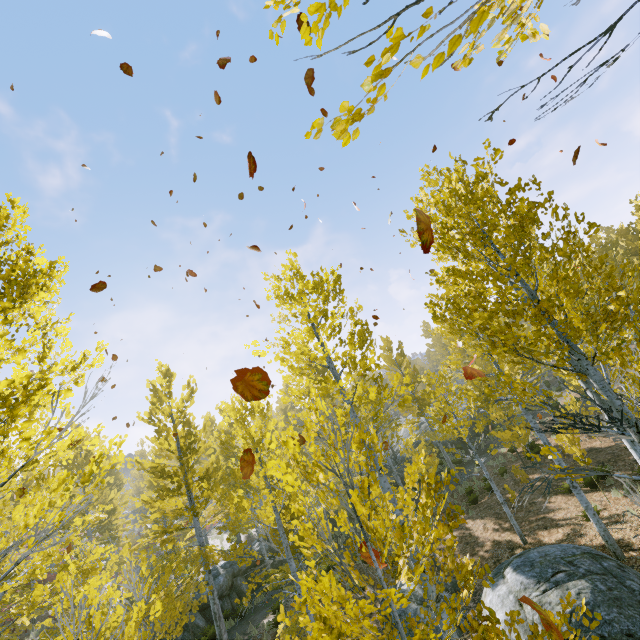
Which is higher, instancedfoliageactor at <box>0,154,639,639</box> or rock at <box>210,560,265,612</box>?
instancedfoliageactor at <box>0,154,639,639</box>

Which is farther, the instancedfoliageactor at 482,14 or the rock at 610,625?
the rock at 610,625

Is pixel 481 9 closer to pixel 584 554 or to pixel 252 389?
pixel 252 389

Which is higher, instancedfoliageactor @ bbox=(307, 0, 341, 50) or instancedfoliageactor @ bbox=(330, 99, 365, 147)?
instancedfoliageactor @ bbox=(307, 0, 341, 50)

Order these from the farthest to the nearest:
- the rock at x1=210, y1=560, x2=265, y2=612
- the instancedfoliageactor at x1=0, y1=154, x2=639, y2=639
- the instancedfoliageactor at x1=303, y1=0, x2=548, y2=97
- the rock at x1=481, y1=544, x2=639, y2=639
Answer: the rock at x1=210, y1=560, x2=265, y2=612 < the rock at x1=481, y1=544, x2=639, y2=639 < the instancedfoliageactor at x1=0, y1=154, x2=639, y2=639 < the instancedfoliageactor at x1=303, y1=0, x2=548, y2=97

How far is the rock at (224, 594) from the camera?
17.23m

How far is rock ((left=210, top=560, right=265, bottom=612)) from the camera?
17.2m

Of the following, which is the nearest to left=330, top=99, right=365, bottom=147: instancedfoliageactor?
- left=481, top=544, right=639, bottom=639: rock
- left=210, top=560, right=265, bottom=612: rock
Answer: left=210, top=560, right=265, bottom=612: rock
